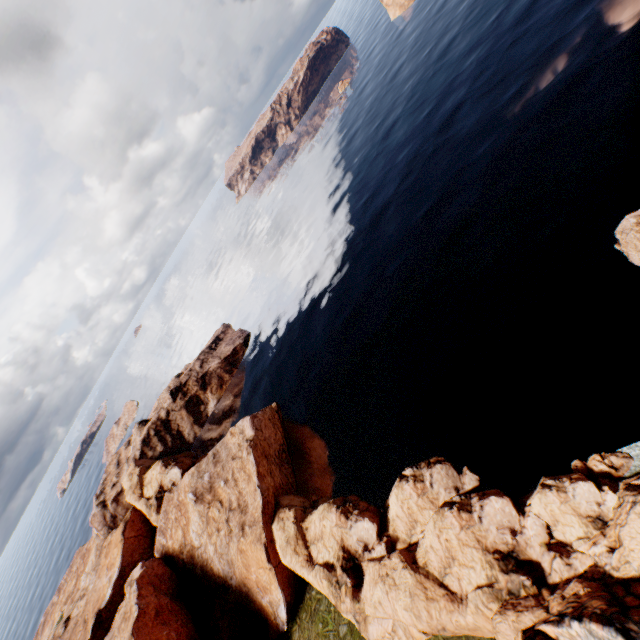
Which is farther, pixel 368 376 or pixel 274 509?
pixel 368 376

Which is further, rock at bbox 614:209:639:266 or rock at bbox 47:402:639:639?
rock at bbox 614:209:639:266

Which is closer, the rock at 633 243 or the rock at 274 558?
the rock at 274 558
